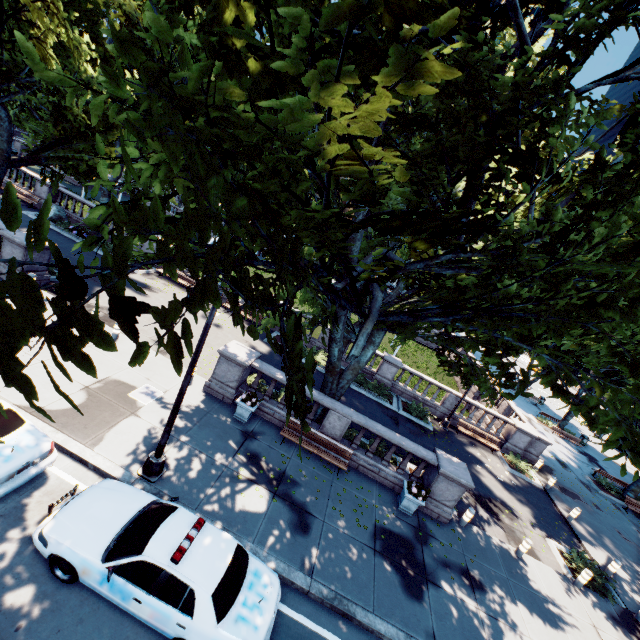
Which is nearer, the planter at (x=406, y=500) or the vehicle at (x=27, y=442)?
the vehicle at (x=27, y=442)

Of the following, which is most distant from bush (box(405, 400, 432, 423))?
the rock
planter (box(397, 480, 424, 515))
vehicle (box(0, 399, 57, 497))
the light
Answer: the rock

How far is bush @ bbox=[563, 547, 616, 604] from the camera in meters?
13.1

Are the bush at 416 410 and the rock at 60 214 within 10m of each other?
no

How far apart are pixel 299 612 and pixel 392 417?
12.83m

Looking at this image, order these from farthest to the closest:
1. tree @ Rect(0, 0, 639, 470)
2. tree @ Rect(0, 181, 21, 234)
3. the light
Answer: the light, tree @ Rect(0, 0, 639, 470), tree @ Rect(0, 181, 21, 234)

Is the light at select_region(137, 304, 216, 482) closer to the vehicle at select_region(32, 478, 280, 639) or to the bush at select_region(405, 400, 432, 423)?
the vehicle at select_region(32, 478, 280, 639)

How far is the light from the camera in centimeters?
799cm
